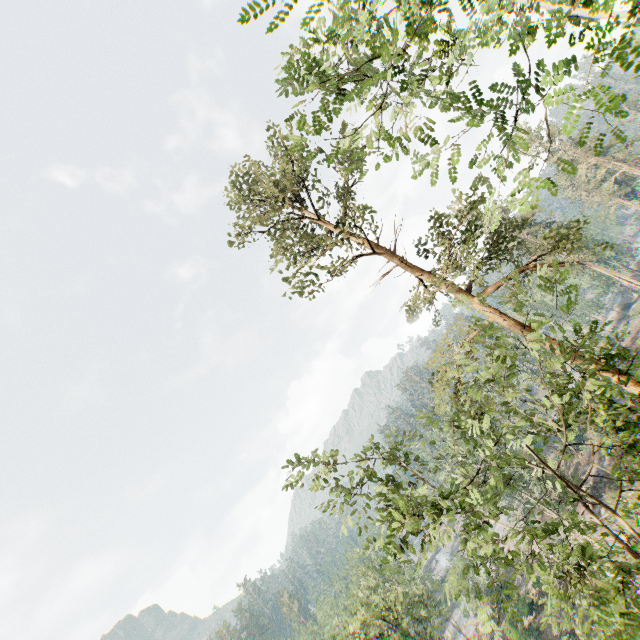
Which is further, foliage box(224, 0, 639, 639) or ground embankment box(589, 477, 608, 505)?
ground embankment box(589, 477, 608, 505)

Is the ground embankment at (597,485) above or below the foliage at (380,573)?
below

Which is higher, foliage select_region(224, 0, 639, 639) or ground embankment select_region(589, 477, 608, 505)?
foliage select_region(224, 0, 639, 639)

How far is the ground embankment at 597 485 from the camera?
33.4m

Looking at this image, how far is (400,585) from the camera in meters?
28.1 m

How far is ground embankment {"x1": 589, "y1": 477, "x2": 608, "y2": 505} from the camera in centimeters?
3345cm
